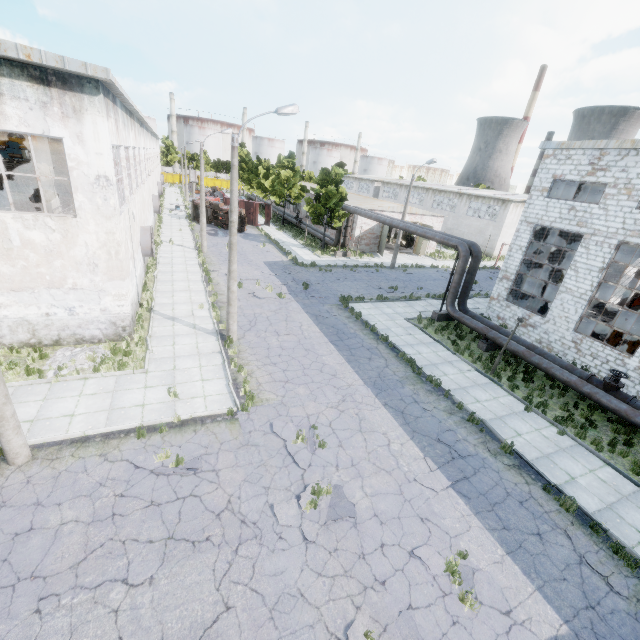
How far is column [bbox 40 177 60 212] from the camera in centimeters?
1441cm

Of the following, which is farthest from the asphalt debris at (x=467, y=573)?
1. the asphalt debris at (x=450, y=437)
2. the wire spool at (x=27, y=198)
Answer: the wire spool at (x=27, y=198)

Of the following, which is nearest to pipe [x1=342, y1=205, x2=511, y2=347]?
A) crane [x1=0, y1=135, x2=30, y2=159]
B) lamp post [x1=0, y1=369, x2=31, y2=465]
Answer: lamp post [x1=0, y1=369, x2=31, y2=465]

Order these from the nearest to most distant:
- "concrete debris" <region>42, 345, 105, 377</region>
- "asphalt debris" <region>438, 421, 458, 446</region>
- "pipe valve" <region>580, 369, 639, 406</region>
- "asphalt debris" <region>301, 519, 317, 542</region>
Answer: "asphalt debris" <region>301, 519, 317, 542</region> < "asphalt debris" <region>438, 421, 458, 446</region> < "concrete debris" <region>42, 345, 105, 377</region> < "pipe valve" <region>580, 369, 639, 406</region>

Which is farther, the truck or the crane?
the truck

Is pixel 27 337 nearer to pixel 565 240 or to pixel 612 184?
pixel 612 184

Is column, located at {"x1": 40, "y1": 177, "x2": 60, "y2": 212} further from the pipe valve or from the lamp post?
the pipe valve

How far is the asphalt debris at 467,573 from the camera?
7.25m
